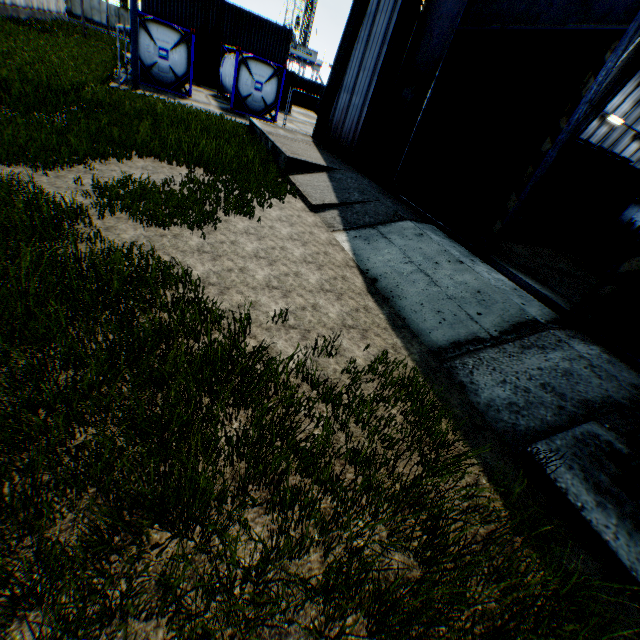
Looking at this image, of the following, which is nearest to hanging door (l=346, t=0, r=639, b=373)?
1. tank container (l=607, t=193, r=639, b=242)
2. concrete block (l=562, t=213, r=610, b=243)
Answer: concrete block (l=562, t=213, r=610, b=243)

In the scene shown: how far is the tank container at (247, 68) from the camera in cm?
1867

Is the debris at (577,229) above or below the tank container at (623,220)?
below

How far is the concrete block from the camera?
15.95m

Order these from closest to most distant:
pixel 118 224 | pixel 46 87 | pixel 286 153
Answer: pixel 118 224, pixel 46 87, pixel 286 153

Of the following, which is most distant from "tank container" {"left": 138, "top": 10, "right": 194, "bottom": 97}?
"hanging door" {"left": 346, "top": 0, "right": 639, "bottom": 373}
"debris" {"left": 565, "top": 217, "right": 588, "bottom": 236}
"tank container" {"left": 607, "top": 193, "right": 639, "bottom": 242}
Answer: "tank container" {"left": 607, "top": 193, "right": 639, "bottom": 242}

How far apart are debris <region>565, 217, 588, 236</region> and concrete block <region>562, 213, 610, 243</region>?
0.38m

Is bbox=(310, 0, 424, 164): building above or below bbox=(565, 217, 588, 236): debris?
above
